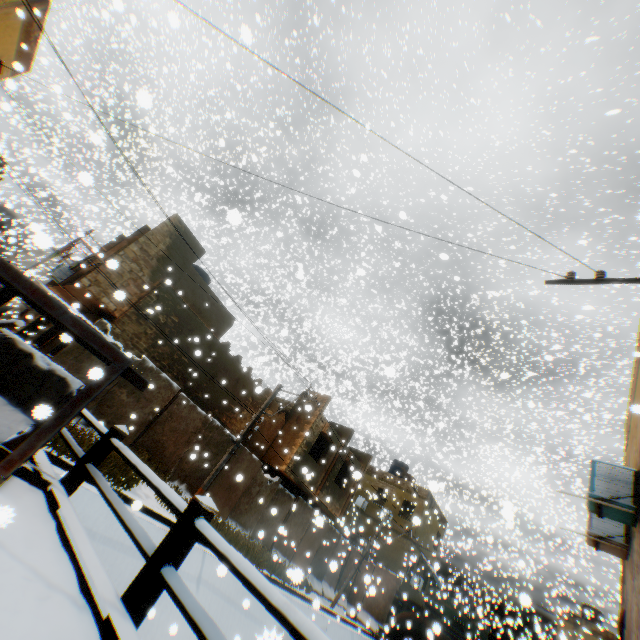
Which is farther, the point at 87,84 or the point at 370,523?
the point at 370,523

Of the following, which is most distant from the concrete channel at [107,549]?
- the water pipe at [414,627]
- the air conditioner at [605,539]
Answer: the air conditioner at [605,539]

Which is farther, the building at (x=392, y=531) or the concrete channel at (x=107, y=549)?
the building at (x=392, y=531)

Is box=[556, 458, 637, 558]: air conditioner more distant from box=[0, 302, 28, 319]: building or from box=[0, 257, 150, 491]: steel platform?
box=[0, 257, 150, 491]: steel platform

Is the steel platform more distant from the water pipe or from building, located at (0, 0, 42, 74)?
the water pipe

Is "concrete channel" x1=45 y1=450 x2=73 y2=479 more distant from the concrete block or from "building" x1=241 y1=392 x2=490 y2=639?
the concrete block

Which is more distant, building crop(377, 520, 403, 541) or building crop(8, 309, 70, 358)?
building crop(377, 520, 403, 541)

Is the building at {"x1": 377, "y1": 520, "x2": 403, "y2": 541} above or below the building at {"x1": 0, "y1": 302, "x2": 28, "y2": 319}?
above
